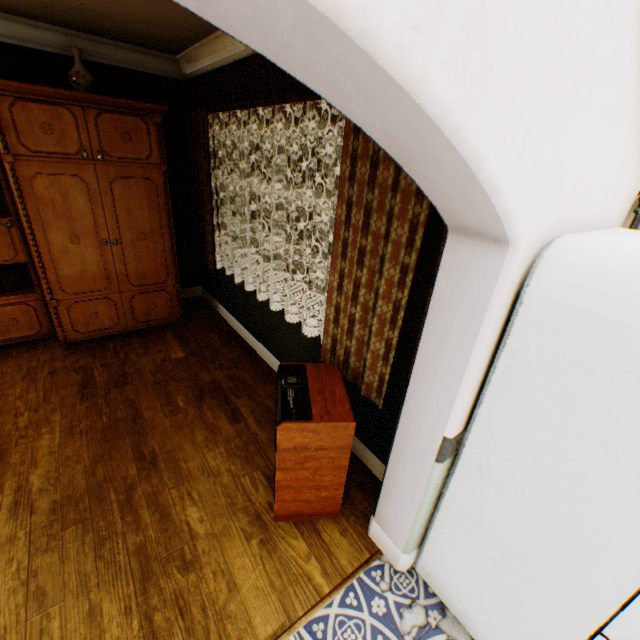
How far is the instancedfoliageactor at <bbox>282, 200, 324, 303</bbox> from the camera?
7.6m

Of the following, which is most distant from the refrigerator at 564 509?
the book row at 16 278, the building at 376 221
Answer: the book row at 16 278

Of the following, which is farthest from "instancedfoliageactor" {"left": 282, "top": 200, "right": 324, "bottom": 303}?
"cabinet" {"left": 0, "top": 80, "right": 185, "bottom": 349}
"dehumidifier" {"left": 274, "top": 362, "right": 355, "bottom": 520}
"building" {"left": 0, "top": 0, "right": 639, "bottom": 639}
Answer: "dehumidifier" {"left": 274, "top": 362, "right": 355, "bottom": 520}

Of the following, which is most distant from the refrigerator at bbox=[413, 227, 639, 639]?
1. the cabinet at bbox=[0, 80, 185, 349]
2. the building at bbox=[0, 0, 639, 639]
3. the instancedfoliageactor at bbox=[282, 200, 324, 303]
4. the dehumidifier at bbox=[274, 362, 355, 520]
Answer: the instancedfoliageactor at bbox=[282, 200, 324, 303]

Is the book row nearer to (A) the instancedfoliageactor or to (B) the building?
(B) the building

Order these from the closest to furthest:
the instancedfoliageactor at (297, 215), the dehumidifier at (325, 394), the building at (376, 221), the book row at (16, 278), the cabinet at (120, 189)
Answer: the building at (376, 221), the dehumidifier at (325, 394), the cabinet at (120, 189), the book row at (16, 278), the instancedfoliageactor at (297, 215)

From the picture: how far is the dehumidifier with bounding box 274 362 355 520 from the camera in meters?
1.9 m

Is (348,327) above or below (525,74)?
below
